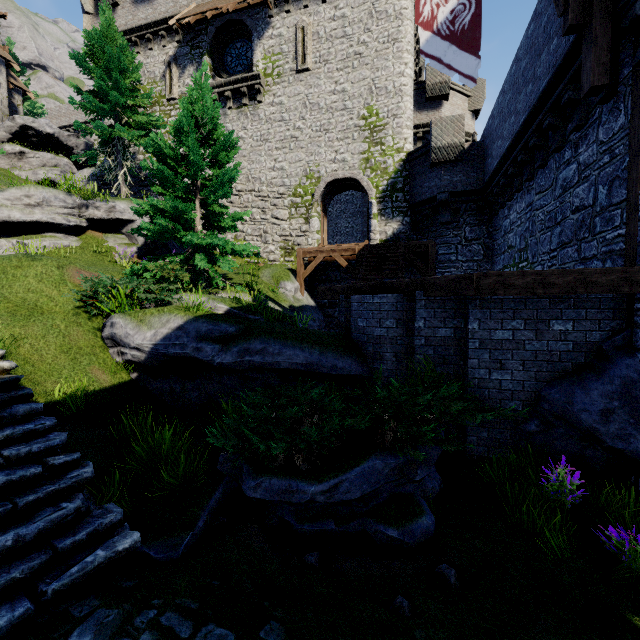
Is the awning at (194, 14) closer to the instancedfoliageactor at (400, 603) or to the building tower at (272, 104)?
the building tower at (272, 104)

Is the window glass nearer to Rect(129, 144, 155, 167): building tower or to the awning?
Rect(129, 144, 155, 167): building tower

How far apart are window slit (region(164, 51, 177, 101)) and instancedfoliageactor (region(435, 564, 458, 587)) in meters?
24.7

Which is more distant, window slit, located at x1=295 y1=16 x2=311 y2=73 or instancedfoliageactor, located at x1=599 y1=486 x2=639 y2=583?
window slit, located at x1=295 y1=16 x2=311 y2=73

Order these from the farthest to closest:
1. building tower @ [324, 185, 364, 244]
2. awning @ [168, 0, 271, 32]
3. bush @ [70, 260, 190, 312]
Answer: building tower @ [324, 185, 364, 244]
awning @ [168, 0, 271, 32]
bush @ [70, 260, 190, 312]

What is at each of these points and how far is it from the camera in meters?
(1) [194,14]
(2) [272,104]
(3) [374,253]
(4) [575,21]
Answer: (1) awning, 17.5
(2) building tower, 17.8
(3) stairs, 13.4
(4) wooden support, 5.3

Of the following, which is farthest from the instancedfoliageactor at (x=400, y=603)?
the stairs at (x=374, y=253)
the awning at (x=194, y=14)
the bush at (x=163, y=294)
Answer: the awning at (x=194, y=14)

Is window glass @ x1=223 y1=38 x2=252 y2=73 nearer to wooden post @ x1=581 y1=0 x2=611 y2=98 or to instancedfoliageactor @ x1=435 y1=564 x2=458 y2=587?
wooden post @ x1=581 y1=0 x2=611 y2=98
